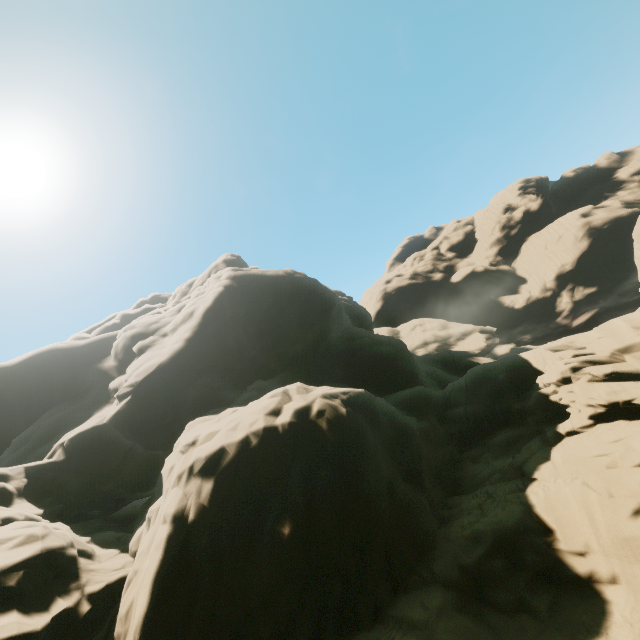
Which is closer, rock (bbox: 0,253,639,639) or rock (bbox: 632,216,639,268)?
rock (bbox: 0,253,639,639)

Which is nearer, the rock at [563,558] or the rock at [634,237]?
the rock at [563,558]

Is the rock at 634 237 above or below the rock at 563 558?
above

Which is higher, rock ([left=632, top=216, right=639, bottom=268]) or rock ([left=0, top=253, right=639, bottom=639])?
rock ([left=632, top=216, right=639, bottom=268])

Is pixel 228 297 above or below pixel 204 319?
above
